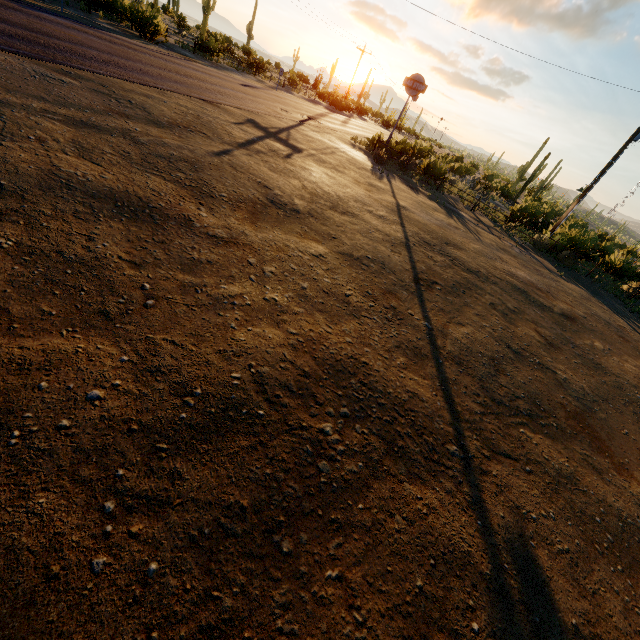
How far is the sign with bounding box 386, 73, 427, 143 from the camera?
19.45m

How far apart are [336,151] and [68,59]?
10.4m

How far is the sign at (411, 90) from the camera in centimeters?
1945cm
